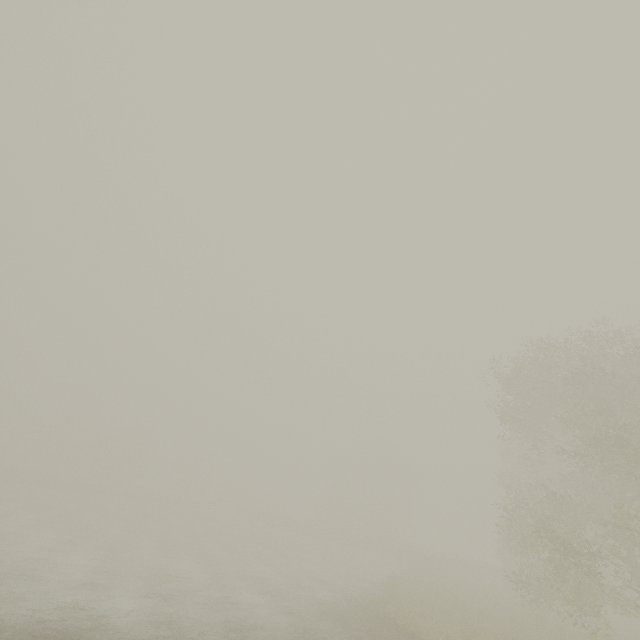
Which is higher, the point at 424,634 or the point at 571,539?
the point at 571,539
